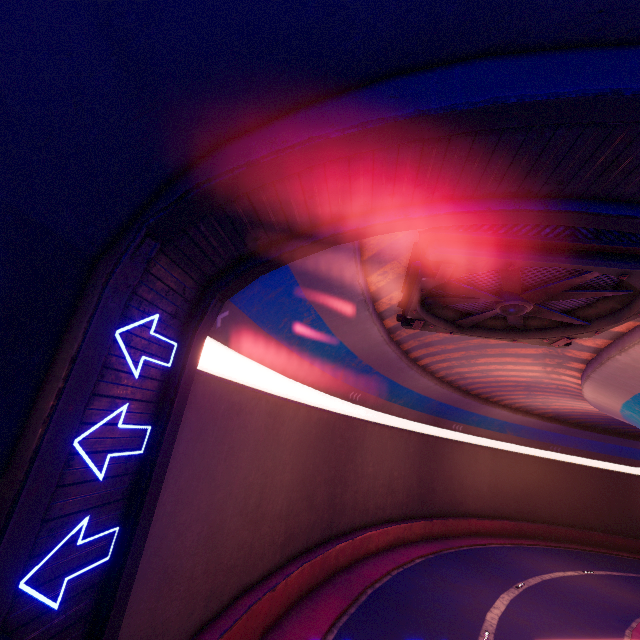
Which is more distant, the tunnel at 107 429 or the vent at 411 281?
the vent at 411 281

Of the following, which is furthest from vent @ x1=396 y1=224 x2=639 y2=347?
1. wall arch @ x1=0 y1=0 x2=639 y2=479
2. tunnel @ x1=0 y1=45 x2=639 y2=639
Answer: wall arch @ x1=0 y1=0 x2=639 y2=479

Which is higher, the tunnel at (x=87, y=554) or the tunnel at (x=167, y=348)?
the tunnel at (x=167, y=348)

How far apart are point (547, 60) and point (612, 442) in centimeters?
4475cm

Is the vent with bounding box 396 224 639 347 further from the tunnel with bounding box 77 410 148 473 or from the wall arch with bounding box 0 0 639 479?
the wall arch with bounding box 0 0 639 479

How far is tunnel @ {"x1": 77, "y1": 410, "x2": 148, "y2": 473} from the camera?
4.12m
